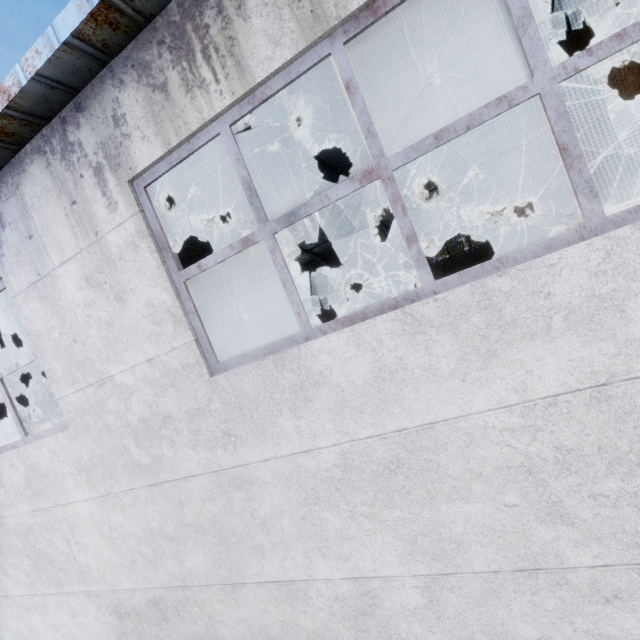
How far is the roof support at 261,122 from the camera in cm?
443

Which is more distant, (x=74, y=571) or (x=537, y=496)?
(x=74, y=571)

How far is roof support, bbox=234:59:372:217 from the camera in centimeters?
443cm

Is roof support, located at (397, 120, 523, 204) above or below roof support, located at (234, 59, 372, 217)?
A: below

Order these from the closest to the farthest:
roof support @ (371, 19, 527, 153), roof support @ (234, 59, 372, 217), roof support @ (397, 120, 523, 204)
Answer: roof support @ (234, 59, 372, 217), roof support @ (371, 19, 527, 153), roof support @ (397, 120, 523, 204)
